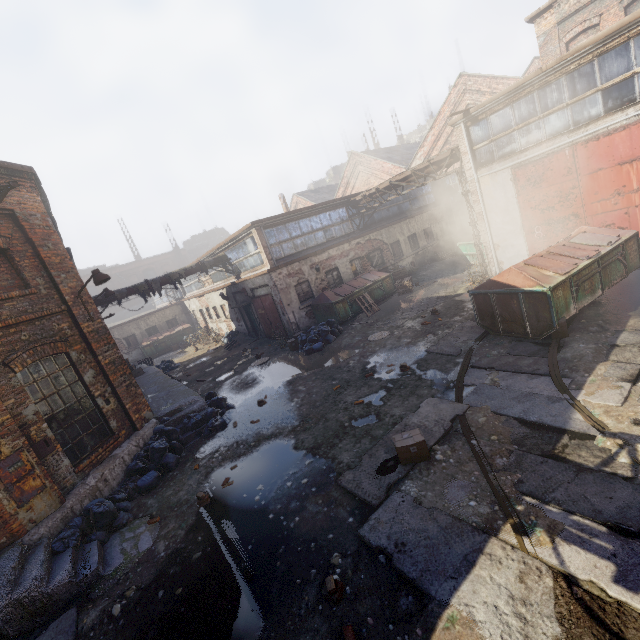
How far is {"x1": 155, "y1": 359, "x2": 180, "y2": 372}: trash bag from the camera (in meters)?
20.80

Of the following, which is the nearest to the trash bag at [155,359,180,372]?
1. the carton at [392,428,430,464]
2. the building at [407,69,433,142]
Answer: the carton at [392,428,430,464]

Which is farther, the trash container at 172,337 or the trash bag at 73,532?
the trash container at 172,337

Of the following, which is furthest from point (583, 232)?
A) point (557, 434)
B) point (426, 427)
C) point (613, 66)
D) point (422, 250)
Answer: point (422, 250)

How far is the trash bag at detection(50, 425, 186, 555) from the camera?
6.2m

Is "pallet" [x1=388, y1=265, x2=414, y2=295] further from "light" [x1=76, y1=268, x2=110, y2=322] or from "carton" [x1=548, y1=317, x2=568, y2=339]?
"light" [x1=76, y1=268, x2=110, y2=322]

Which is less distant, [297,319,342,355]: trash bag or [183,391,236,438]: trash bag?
[183,391,236,438]: trash bag

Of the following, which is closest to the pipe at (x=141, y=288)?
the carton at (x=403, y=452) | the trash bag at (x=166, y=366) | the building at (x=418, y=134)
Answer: the trash bag at (x=166, y=366)
